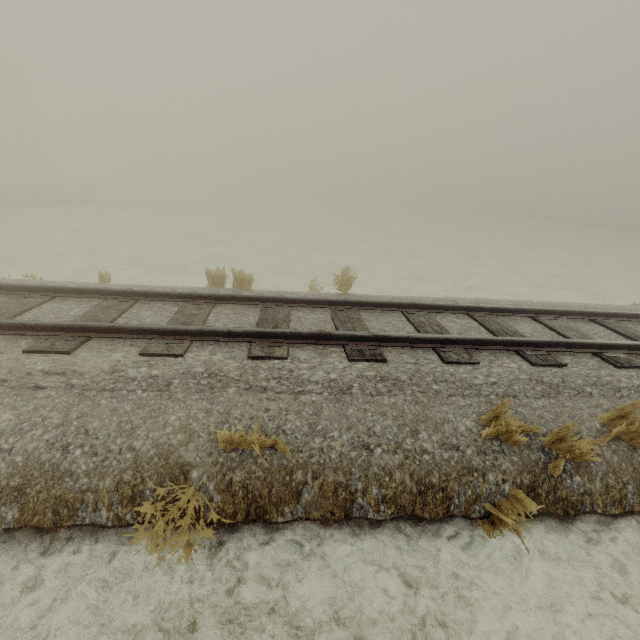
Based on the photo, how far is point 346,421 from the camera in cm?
362
